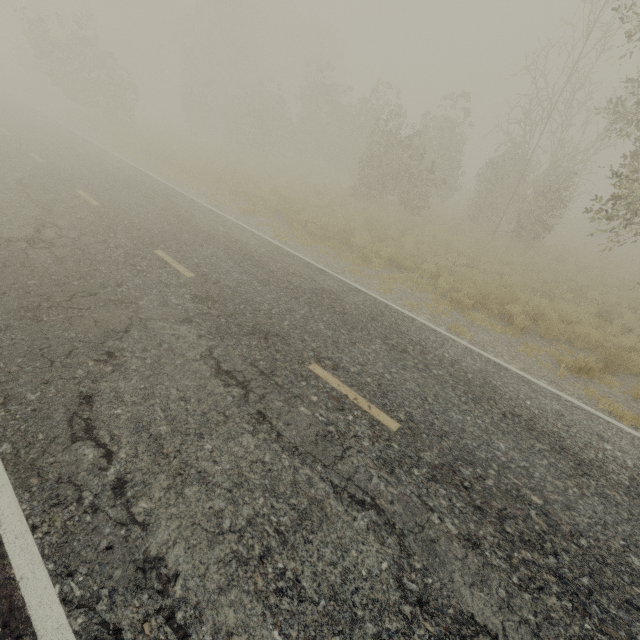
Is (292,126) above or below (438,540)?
above
